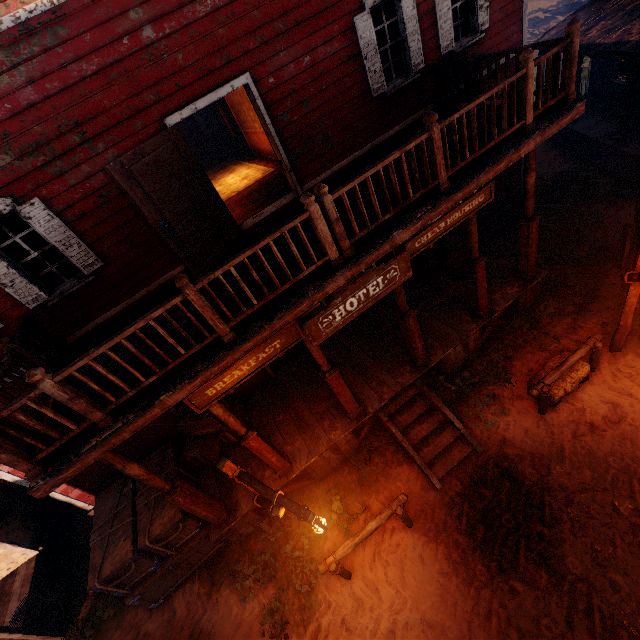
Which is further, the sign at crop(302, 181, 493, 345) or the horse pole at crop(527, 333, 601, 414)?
the horse pole at crop(527, 333, 601, 414)

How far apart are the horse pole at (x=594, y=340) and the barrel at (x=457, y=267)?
3.31m

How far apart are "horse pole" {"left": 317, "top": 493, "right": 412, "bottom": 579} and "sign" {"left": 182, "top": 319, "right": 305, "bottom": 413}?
3.34m

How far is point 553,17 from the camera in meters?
24.9 m

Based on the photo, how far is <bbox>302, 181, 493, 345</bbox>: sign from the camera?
4.9m

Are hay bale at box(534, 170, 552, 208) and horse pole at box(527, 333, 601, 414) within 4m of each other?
no

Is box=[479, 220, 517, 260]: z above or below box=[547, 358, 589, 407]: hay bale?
below

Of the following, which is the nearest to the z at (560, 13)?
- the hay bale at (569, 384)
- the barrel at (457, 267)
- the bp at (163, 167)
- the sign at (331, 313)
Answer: the hay bale at (569, 384)
